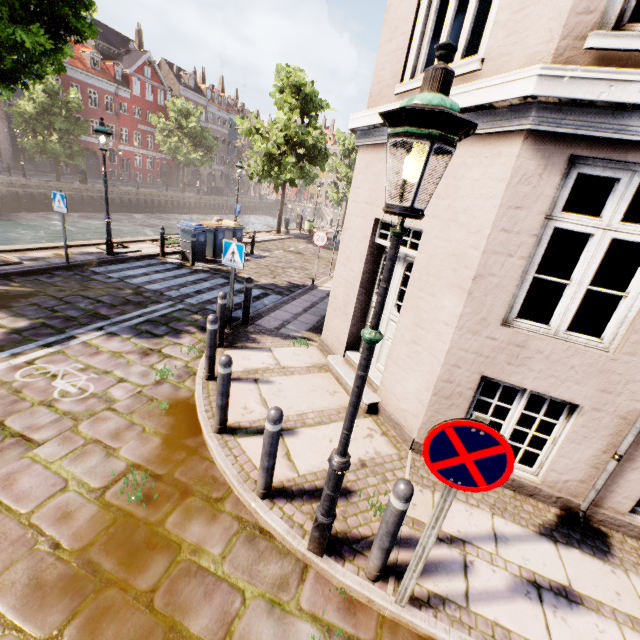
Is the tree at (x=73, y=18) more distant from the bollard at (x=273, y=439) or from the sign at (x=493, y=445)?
the sign at (x=493, y=445)

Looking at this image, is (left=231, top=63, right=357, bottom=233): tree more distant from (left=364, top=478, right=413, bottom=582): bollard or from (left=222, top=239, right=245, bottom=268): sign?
(left=364, top=478, right=413, bottom=582): bollard

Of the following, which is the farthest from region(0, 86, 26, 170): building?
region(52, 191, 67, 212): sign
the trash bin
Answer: the trash bin

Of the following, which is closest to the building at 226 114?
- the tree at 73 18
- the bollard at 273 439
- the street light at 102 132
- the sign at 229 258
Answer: the street light at 102 132

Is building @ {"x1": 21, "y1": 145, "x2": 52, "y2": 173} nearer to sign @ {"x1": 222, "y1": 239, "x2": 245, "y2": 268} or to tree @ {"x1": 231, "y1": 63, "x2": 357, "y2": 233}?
tree @ {"x1": 231, "y1": 63, "x2": 357, "y2": 233}

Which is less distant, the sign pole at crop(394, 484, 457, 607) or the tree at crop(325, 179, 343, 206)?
the sign pole at crop(394, 484, 457, 607)

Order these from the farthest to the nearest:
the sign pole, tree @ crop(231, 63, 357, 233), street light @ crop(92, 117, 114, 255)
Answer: tree @ crop(231, 63, 357, 233), street light @ crop(92, 117, 114, 255), the sign pole

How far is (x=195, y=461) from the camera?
3.8m
